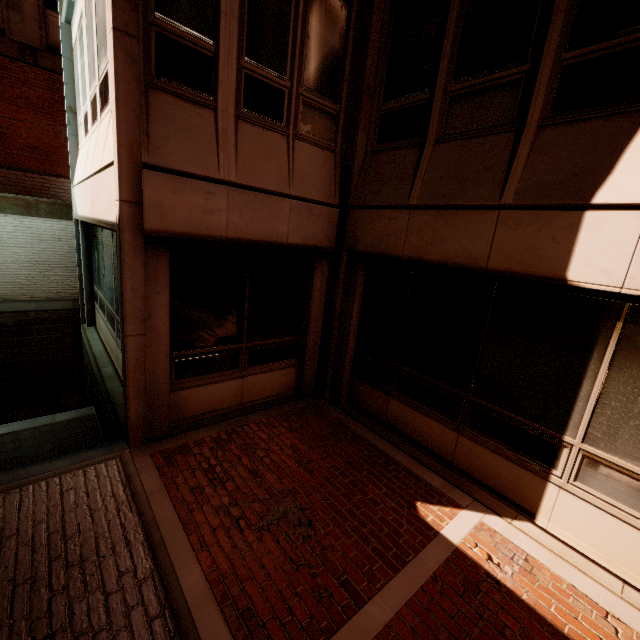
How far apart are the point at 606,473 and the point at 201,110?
6.50m
